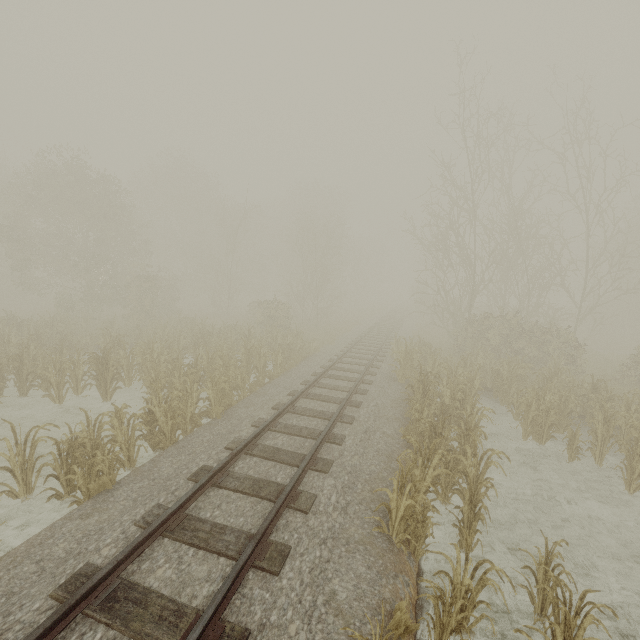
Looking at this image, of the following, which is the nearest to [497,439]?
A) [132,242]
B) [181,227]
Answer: [132,242]
